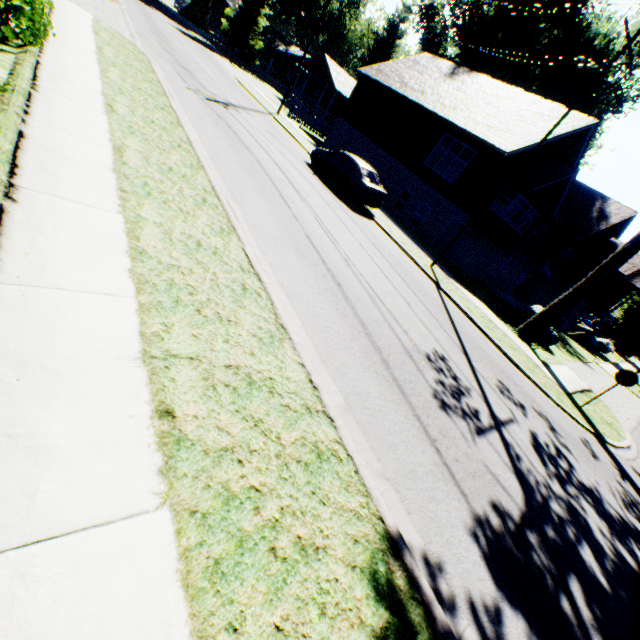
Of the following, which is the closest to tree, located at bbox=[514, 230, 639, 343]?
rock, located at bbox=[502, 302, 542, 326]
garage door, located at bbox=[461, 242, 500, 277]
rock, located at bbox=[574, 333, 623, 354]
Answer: rock, located at bbox=[502, 302, 542, 326]

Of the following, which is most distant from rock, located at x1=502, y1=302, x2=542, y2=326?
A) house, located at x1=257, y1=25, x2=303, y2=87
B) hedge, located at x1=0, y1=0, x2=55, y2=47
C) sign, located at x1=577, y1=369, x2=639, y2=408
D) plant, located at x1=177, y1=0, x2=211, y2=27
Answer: house, located at x1=257, y1=25, x2=303, y2=87

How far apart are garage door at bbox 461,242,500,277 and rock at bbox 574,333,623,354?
16.5m

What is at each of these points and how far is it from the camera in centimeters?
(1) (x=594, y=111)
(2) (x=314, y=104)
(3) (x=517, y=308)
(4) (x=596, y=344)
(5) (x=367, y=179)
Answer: (1) plant, 4031cm
(2) house, 4816cm
(3) rock, 1605cm
(4) rock, 2844cm
(5) car, 1486cm

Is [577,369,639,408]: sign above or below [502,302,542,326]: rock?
above

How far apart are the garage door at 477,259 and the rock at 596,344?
16.5m

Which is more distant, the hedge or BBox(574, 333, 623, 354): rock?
BBox(574, 333, 623, 354): rock

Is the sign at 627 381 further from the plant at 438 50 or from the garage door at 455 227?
the plant at 438 50
